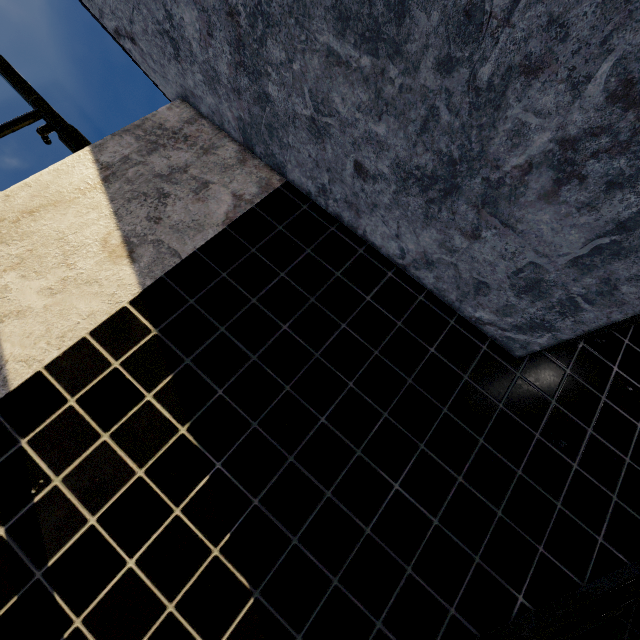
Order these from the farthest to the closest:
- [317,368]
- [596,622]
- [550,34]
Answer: [317,368]
[596,622]
[550,34]
